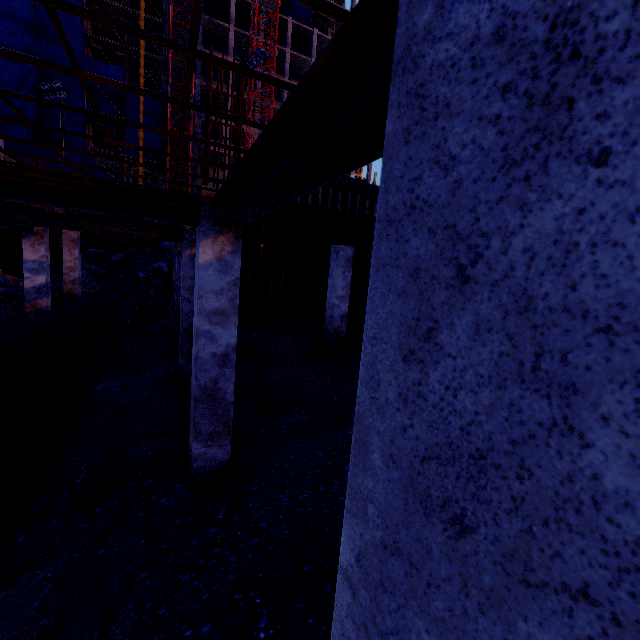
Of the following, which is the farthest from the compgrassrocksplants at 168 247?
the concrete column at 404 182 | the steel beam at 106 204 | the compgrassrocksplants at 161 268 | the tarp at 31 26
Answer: the concrete column at 404 182

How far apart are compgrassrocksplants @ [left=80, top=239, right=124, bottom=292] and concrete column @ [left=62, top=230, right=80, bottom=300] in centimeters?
1300cm

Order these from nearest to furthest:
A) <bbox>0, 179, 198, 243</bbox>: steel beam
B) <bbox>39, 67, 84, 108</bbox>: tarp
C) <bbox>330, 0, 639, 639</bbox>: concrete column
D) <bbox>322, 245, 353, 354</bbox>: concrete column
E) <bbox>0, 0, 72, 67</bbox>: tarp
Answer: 1. <bbox>330, 0, 639, 639</bbox>: concrete column
2. <bbox>0, 179, 198, 243</bbox>: steel beam
3. <bbox>322, 245, 353, 354</bbox>: concrete column
4. <bbox>0, 0, 72, 67</bbox>: tarp
5. <bbox>39, 67, 84, 108</bbox>: tarp

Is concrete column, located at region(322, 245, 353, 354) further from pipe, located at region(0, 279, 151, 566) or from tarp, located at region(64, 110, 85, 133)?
tarp, located at region(64, 110, 85, 133)

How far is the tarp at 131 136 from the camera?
38.5m

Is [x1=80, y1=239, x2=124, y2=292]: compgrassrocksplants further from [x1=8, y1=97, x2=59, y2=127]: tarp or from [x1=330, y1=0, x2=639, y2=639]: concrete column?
[x1=330, y1=0, x2=639, y2=639]: concrete column

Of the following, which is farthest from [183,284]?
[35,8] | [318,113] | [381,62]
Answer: [35,8]

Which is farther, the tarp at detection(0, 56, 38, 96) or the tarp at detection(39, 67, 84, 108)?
the tarp at detection(39, 67, 84, 108)
